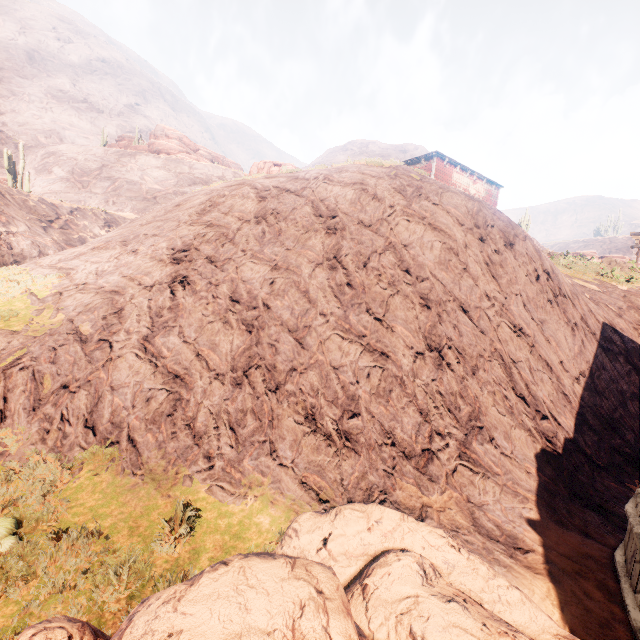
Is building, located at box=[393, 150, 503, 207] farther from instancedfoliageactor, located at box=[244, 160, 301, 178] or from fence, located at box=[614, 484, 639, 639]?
instancedfoliageactor, located at box=[244, 160, 301, 178]

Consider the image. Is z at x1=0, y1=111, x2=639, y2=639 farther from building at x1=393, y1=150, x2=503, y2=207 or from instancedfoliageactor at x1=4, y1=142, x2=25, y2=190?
instancedfoliageactor at x1=4, y1=142, x2=25, y2=190

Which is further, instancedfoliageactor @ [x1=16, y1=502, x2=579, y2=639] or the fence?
the fence

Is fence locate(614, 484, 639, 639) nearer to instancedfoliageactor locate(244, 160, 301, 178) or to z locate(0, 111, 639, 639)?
z locate(0, 111, 639, 639)

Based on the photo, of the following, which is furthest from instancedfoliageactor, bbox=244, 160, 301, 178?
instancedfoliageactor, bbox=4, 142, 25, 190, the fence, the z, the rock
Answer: the rock

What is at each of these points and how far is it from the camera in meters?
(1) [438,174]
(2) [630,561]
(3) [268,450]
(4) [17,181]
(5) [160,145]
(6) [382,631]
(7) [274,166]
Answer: (1) building, 25.2
(2) fence, 4.2
(3) z, 5.6
(4) instancedfoliageactor, 30.5
(5) rock, 49.2
(6) instancedfoliageactor, 1.7
(7) instancedfoliageactor, 18.0

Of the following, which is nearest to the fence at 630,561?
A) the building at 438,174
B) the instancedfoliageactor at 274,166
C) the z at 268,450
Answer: the z at 268,450

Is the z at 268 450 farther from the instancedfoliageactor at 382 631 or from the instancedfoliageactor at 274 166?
the instancedfoliageactor at 274 166
